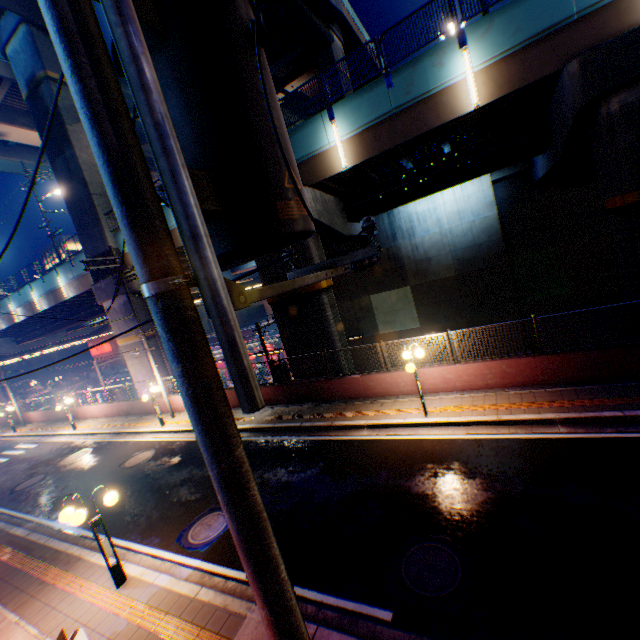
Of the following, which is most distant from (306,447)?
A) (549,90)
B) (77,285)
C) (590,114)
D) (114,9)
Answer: (77,285)

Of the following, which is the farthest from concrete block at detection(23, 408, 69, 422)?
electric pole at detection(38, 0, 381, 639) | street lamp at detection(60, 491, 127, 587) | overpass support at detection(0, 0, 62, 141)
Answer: electric pole at detection(38, 0, 381, 639)

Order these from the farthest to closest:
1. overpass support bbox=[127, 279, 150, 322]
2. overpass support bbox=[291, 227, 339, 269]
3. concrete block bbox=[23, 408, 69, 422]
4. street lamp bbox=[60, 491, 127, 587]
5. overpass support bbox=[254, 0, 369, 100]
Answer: concrete block bbox=[23, 408, 69, 422] < overpass support bbox=[254, 0, 369, 100] < overpass support bbox=[127, 279, 150, 322] < overpass support bbox=[291, 227, 339, 269] < street lamp bbox=[60, 491, 127, 587]

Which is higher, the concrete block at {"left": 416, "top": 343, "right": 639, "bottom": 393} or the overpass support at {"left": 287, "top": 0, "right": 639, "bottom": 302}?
the overpass support at {"left": 287, "top": 0, "right": 639, "bottom": 302}

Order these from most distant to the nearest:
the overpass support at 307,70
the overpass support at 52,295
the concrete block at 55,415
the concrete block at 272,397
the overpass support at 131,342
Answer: the concrete block at 55,415 < the overpass support at 307,70 < the overpass support at 131,342 < the overpass support at 52,295 < the concrete block at 272,397

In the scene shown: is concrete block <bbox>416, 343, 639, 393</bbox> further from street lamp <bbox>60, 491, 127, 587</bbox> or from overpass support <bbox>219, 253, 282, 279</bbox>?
street lamp <bbox>60, 491, 127, 587</bbox>

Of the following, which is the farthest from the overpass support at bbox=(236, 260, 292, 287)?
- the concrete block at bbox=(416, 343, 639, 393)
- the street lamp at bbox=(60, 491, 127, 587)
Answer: the street lamp at bbox=(60, 491, 127, 587)

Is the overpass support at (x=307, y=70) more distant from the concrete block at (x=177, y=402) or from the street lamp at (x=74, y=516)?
the street lamp at (x=74, y=516)
